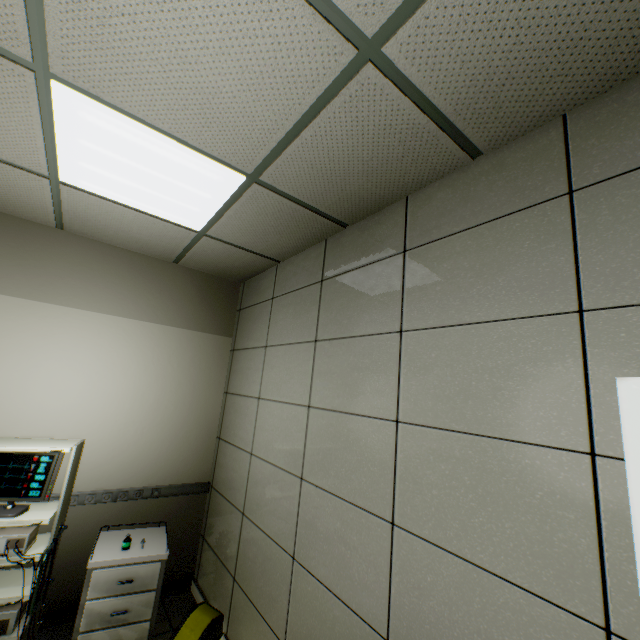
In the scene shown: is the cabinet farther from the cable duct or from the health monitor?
the cable duct

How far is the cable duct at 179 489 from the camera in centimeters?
284cm

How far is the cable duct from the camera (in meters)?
2.84

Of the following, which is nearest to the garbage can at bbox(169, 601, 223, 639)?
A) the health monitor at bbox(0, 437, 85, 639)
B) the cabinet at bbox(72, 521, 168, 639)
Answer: the cabinet at bbox(72, 521, 168, 639)

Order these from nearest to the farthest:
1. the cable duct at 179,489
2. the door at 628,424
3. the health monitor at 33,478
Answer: the door at 628,424 → the health monitor at 33,478 → the cable duct at 179,489

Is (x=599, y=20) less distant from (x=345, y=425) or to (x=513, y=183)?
(x=513, y=183)

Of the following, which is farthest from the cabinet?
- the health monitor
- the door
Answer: the door

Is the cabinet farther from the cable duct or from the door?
the door
